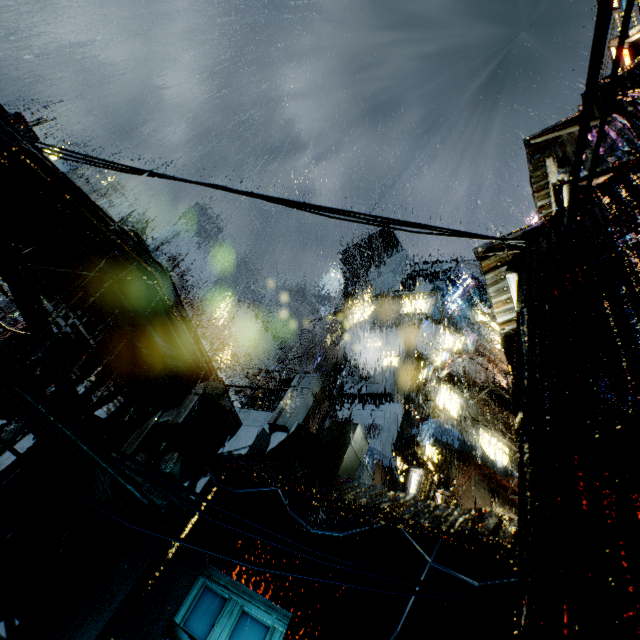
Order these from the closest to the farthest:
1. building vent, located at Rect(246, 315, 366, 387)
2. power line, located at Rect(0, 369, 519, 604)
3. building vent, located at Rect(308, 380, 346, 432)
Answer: power line, located at Rect(0, 369, 519, 604)
building vent, located at Rect(308, 380, 346, 432)
building vent, located at Rect(246, 315, 366, 387)

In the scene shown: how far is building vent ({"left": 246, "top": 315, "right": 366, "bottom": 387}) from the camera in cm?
2292

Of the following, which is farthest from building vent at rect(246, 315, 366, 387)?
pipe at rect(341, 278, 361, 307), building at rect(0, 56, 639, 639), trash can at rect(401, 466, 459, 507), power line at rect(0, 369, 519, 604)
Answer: power line at rect(0, 369, 519, 604)

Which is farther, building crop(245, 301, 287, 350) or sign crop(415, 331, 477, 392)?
building crop(245, 301, 287, 350)

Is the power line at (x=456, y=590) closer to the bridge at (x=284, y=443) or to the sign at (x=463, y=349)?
the bridge at (x=284, y=443)

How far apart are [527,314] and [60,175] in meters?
7.0 m

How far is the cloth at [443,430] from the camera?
16.7 meters

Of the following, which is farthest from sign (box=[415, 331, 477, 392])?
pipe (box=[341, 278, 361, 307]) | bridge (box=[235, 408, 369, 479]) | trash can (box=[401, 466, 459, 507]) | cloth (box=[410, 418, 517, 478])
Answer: pipe (box=[341, 278, 361, 307])
